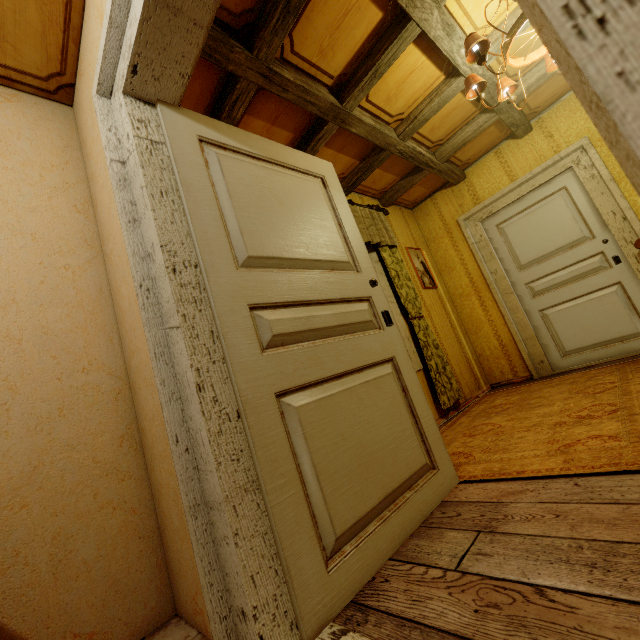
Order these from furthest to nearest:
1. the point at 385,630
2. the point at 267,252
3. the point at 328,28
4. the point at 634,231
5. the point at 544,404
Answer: the point at 634,231, the point at 544,404, the point at 328,28, the point at 267,252, the point at 385,630

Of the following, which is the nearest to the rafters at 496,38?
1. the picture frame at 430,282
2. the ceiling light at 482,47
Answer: the ceiling light at 482,47

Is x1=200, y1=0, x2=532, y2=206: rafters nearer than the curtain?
Yes

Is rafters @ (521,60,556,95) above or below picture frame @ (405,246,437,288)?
above

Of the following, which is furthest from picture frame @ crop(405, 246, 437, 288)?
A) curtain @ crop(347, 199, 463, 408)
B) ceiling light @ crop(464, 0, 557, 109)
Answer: ceiling light @ crop(464, 0, 557, 109)

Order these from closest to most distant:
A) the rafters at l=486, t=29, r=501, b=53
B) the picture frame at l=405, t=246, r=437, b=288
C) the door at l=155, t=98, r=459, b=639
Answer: the door at l=155, t=98, r=459, b=639
the rafters at l=486, t=29, r=501, b=53
the picture frame at l=405, t=246, r=437, b=288

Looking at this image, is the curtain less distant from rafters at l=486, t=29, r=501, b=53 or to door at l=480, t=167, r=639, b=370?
rafters at l=486, t=29, r=501, b=53

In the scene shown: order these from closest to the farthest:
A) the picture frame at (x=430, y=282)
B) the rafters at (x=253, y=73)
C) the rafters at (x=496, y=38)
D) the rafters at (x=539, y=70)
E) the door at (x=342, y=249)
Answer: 1. the door at (x=342, y=249)
2. the rafters at (x=253, y=73)
3. the rafters at (x=496, y=38)
4. the rafters at (x=539, y=70)
5. the picture frame at (x=430, y=282)
